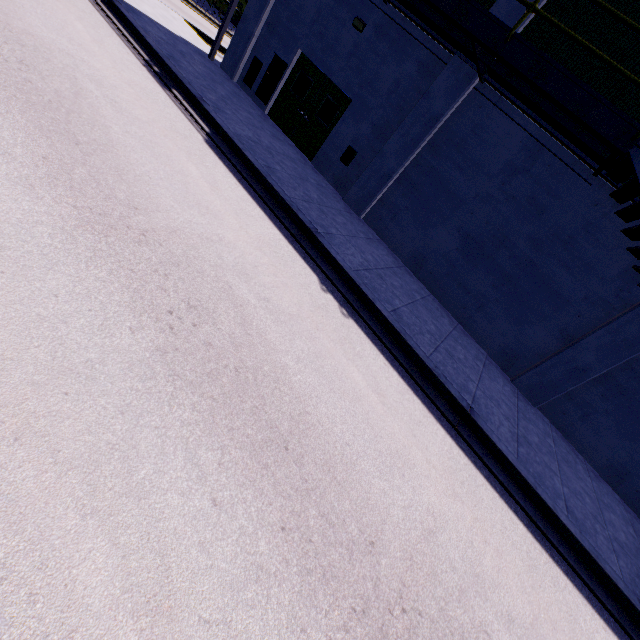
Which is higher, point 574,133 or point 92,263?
point 574,133

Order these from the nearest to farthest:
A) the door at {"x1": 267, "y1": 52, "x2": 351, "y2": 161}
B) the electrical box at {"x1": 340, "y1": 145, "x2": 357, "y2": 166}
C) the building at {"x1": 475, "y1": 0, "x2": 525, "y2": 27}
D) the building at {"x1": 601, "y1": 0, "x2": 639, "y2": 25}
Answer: the building at {"x1": 601, "y1": 0, "x2": 639, "y2": 25} < the building at {"x1": 475, "y1": 0, "x2": 525, "y2": 27} < the electrical box at {"x1": 340, "y1": 145, "x2": 357, "y2": 166} < the door at {"x1": 267, "y1": 52, "x2": 351, "y2": 161}

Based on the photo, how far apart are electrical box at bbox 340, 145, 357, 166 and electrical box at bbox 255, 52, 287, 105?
4.11m

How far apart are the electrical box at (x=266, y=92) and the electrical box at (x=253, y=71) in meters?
0.2 m

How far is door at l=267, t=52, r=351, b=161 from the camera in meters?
11.2 m

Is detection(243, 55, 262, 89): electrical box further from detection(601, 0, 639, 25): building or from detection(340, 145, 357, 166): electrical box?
detection(340, 145, 357, 166): electrical box

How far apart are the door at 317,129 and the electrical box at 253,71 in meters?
1.1

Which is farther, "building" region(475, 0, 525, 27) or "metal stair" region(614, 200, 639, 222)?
"building" region(475, 0, 525, 27)
